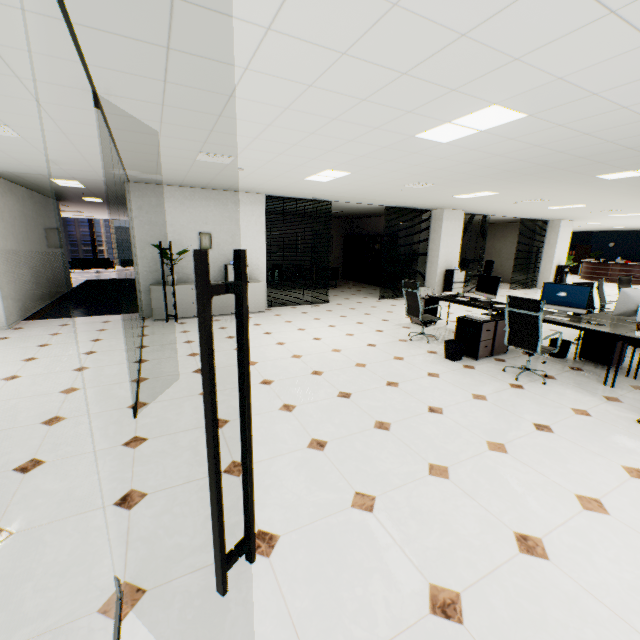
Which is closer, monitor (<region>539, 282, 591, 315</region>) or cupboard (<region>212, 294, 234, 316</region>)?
monitor (<region>539, 282, 591, 315</region>)

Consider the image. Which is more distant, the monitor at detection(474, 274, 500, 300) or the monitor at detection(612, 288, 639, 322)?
the monitor at detection(474, 274, 500, 300)

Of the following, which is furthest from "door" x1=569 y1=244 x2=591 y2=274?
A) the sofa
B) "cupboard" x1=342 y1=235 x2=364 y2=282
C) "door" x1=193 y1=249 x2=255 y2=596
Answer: the sofa

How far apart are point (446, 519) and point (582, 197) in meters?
8.7

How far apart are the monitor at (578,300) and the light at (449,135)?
3.2 meters

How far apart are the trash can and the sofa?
18.2m

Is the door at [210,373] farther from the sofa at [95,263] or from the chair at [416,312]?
the sofa at [95,263]

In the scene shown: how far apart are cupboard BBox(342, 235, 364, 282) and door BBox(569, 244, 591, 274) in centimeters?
→ 1715cm
